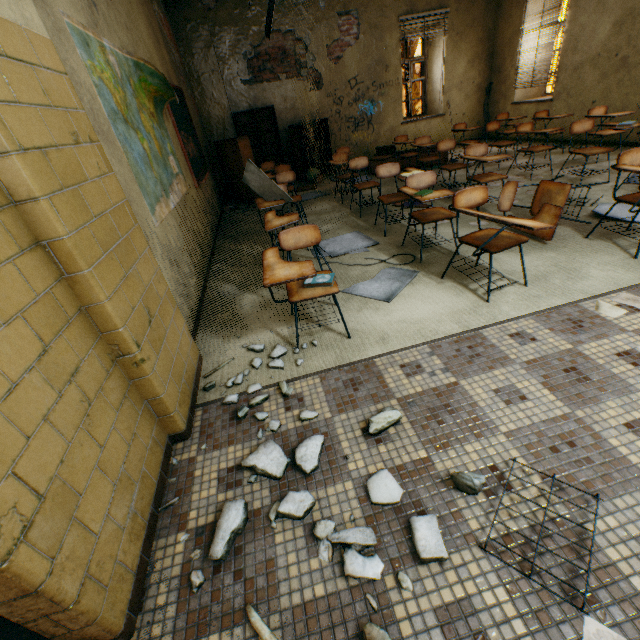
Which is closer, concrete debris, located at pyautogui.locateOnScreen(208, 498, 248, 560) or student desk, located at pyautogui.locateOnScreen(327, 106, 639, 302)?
concrete debris, located at pyautogui.locateOnScreen(208, 498, 248, 560)

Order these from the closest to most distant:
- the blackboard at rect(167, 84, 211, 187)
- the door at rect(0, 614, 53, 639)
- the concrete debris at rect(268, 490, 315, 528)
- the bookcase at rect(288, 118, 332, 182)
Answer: the door at rect(0, 614, 53, 639)
the concrete debris at rect(268, 490, 315, 528)
the blackboard at rect(167, 84, 211, 187)
the bookcase at rect(288, 118, 332, 182)

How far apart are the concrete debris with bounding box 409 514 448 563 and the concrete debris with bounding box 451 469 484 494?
0.19m

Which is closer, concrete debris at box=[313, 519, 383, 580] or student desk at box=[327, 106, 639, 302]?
concrete debris at box=[313, 519, 383, 580]

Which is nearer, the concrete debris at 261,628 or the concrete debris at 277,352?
the concrete debris at 261,628

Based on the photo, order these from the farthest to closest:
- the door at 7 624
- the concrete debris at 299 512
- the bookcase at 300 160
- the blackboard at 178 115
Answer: the bookcase at 300 160 < the blackboard at 178 115 < the concrete debris at 299 512 < the door at 7 624

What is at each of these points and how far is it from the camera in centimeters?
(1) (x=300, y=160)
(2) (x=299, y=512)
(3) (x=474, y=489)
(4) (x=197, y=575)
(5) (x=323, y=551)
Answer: (1) bookcase, 817cm
(2) concrete debris, 142cm
(3) concrete debris, 138cm
(4) concrete debris, 130cm
(5) concrete debris, 131cm

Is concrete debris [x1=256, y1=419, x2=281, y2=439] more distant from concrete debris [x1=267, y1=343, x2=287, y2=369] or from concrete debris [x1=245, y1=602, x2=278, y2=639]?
concrete debris [x1=245, y1=602, x2=278, y2=639]
